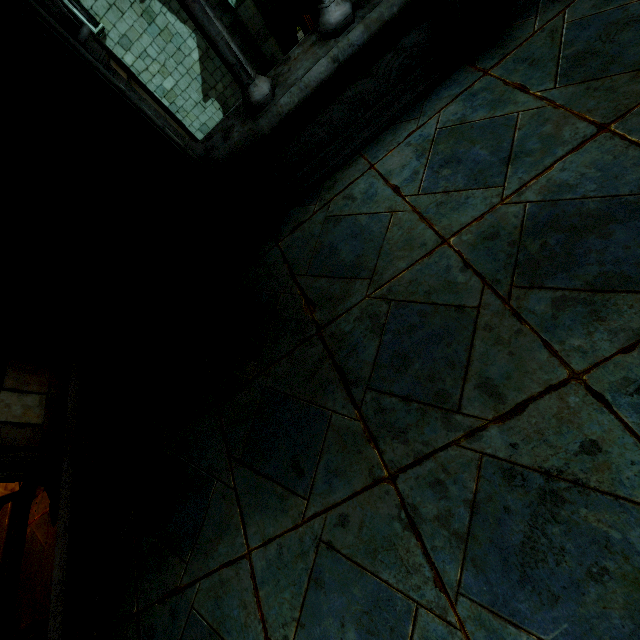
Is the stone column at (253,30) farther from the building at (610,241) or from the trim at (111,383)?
the trim at (111,383)

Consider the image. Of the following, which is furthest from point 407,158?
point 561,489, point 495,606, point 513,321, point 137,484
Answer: point 137,484

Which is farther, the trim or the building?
the trim

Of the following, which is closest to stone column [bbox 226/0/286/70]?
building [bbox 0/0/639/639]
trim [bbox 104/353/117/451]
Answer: building [bbox 0/0/639/639]

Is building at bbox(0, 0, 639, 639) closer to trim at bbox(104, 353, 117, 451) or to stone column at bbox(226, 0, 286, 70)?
trim at bbox(104, 353, 117, 451)

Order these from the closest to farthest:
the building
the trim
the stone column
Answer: the building
the trim
the stone column
